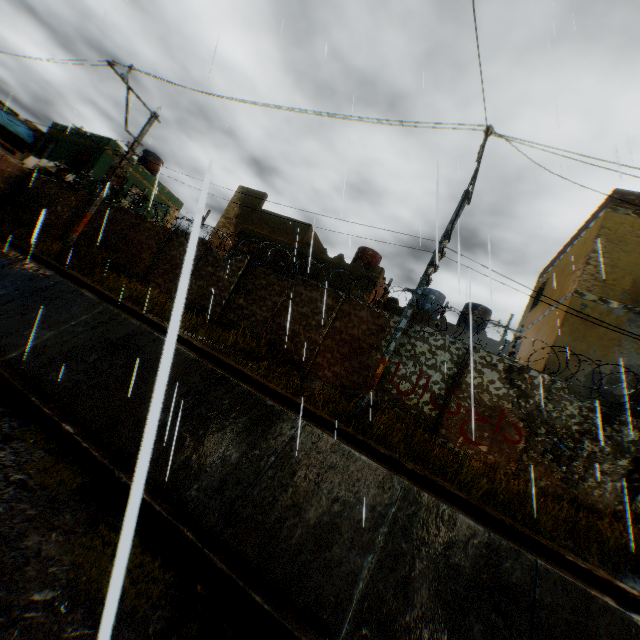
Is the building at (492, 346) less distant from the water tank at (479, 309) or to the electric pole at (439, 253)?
the water tank at (479, 309)

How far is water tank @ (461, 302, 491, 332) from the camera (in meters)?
18.75

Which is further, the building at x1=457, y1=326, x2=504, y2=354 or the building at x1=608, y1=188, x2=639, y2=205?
the building at x1=457, y1=326, x2=504, y2=354

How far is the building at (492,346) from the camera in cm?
1653

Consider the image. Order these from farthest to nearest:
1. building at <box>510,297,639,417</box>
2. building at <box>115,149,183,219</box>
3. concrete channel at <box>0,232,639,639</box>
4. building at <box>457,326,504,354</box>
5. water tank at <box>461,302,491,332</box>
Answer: building at <box>115,149,183,219</box> → water tank at <box>461,302,491,332</box> → building at <box>457,326,504,354</box> → building at <box>510,297,639,417</box> → concrete channel at <box>0,232,639,639</box>

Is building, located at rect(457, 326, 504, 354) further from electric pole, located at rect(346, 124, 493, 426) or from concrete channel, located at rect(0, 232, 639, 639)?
electric pole, located at rect(346, 124, 493, 426)

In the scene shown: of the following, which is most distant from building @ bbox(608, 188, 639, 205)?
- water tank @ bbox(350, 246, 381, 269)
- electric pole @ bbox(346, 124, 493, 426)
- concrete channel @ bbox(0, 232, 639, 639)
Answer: electric pole @ bbox(346, 124, 493, 426)

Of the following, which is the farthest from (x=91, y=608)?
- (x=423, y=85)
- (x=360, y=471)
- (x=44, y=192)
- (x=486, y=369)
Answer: (x=44, y=192)
